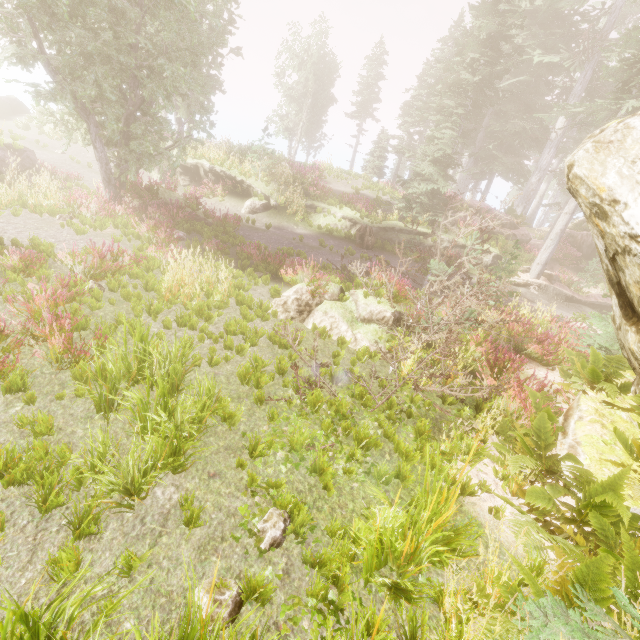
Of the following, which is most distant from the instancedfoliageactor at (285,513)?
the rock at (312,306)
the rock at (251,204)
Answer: the rock at (251,204)

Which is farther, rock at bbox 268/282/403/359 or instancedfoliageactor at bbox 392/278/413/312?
instancedfoliageactor at bbox 392/278/413/312

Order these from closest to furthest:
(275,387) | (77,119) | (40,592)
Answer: (40,592)
(275,387)
(77,119)

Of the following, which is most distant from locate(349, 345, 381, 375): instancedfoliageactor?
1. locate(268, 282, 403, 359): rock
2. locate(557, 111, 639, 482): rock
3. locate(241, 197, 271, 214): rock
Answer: locate(241, 197, 271, 214): rock

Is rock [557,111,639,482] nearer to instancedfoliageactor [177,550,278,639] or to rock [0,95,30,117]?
instancedfoliageactor [177,550,278,639]

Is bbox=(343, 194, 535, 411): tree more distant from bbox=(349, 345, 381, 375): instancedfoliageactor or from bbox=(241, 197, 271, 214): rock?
bbox=(241, 197, 271, 214): rock

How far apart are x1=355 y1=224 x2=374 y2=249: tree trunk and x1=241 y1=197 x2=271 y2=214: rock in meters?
5.5

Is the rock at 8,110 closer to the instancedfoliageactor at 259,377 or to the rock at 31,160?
the instancedfoliageactor at 259,377
